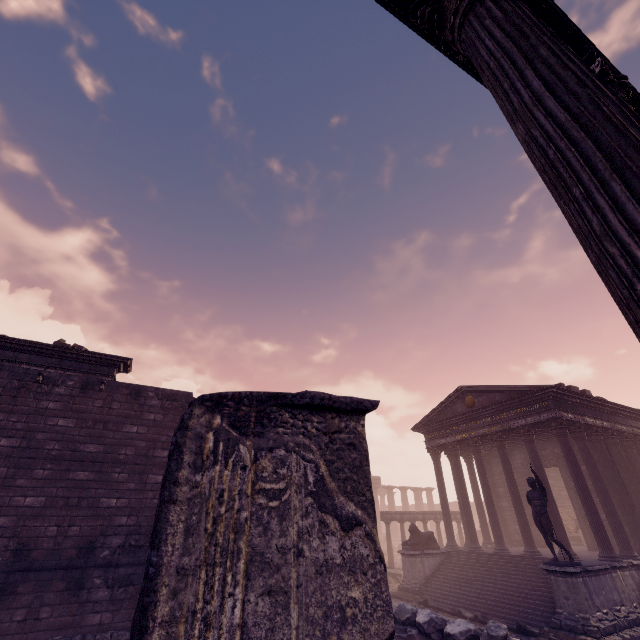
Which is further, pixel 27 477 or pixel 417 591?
pixel 417 591

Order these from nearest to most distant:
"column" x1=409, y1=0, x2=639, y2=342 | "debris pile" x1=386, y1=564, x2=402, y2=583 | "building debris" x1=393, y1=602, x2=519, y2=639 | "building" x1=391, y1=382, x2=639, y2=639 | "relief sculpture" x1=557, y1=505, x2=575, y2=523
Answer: "column" x1=409, y1=0, x2=639, y2=342 < "building debris" x1=393, y1=602, x2=519, y2=639 < "building" x1=391, y1=382, x2=639, y2=639 < "debris pile" x1=386, y1=564, x2=402, y2=583 < "relief sculpture" x1=557, y1=505, x2=575, y2=523

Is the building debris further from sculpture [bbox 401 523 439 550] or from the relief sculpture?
the relief sculpture

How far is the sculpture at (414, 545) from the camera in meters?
15.5 m

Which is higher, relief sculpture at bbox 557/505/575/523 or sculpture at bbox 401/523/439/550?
relief sculpture at bbox 557/505/575/523

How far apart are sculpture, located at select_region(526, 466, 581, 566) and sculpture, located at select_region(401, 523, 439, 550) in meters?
6.4

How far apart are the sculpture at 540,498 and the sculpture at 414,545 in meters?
6.4 m

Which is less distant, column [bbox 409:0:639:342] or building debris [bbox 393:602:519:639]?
column [bbox 409:0:639:342]
